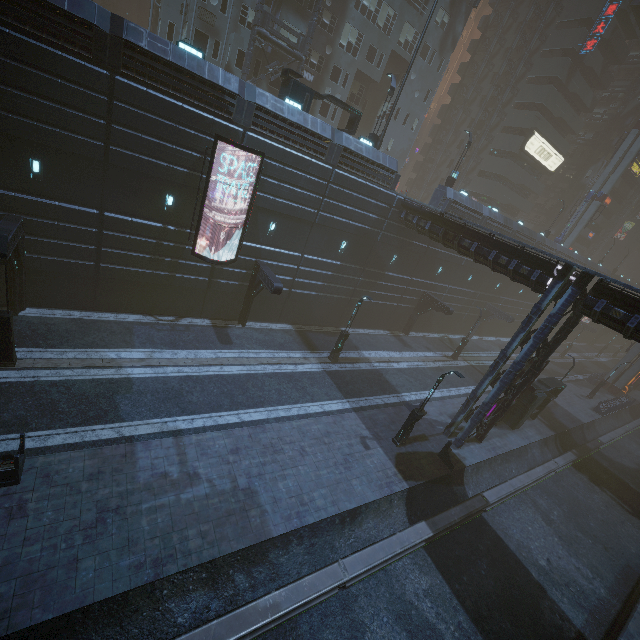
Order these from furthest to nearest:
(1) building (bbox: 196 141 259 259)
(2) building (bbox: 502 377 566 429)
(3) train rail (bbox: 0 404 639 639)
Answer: (2) building (bbox: 502 377 566 429) → (1) building (bbox: 196 141 259 259) → (3) train rail (bbox: 0 404 639 639)

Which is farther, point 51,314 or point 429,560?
point 51,314

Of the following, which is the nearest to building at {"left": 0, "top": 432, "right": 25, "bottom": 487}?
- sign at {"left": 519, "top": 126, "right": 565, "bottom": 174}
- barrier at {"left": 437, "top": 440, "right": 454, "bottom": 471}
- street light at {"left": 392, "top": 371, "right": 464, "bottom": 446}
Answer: sign at {"left": 519, "top": 126, "right": 565, "bottom": 174}

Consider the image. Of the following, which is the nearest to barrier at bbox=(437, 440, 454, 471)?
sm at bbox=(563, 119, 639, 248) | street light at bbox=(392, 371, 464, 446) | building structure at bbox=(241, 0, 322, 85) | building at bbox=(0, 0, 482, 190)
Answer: building at bbox=(0, 0, 482, 190)

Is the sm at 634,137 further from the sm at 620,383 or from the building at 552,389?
the sm at 620,383

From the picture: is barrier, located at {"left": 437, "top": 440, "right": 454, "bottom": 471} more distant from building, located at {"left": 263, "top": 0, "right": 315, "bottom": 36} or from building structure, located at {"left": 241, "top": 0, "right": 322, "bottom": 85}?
building structure, located at {"left": 241, "top": 0, "right": 322, "bottom": 85}

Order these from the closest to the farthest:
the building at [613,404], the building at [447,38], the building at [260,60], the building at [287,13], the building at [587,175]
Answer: the building at [447,38] → the building at [287,13] → the building at [260,60] → the building at [613,404] → the building at [587,175]

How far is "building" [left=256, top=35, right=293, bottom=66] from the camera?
26.0 meters
